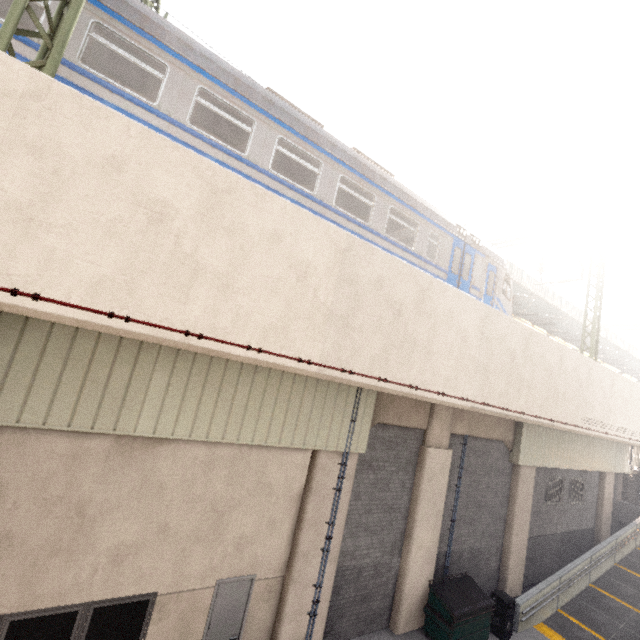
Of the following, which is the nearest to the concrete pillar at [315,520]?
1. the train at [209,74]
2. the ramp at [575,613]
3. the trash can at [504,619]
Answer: the train at [209,74]

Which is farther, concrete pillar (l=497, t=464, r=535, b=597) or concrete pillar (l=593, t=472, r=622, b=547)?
concrete pillar (l=593, t=472, r=622, b=547)

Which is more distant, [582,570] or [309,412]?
[582,570]

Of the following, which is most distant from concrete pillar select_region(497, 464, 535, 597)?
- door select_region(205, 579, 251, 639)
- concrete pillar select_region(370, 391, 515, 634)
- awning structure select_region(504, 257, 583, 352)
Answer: door select_region(205, 579, 251, 639)

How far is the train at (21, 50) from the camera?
4.8 meters

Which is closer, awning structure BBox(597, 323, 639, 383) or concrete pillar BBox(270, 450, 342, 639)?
concrete pillar BBox(270, 450, 342, 639)

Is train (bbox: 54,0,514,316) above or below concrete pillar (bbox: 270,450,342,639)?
above

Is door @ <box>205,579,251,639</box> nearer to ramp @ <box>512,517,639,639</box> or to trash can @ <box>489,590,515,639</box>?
trash can @ <box>489,590,515,639</box>
